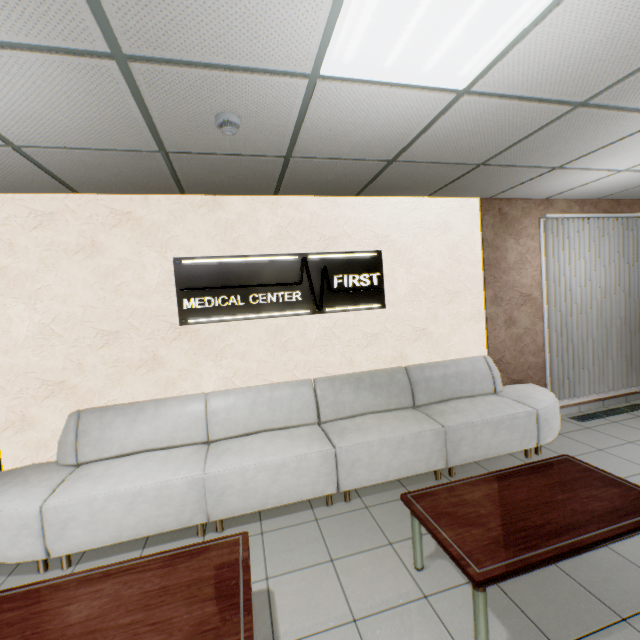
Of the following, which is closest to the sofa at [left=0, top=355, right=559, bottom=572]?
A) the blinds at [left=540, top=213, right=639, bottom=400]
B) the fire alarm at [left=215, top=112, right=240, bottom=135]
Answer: the blinds at [left=540, top=213, right=639, bottom=400]

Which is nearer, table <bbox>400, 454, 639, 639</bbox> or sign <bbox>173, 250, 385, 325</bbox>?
table <bbox>400, 454, 639, 639</bbox>

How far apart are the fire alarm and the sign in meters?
1.5 m

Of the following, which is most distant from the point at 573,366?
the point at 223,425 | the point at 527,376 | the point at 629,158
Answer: the point at 223,425

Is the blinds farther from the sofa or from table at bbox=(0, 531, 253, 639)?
table at bbox=(0, 531, 253, 639)

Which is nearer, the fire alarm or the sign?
the fire alarm

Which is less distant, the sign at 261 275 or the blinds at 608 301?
the sign at 261 275

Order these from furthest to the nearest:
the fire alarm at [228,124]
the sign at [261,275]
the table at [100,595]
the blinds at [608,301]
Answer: the blinds at [608,301] → the sign at [261,275] → the fire alarm at [228,124] → the table at [100,595]
